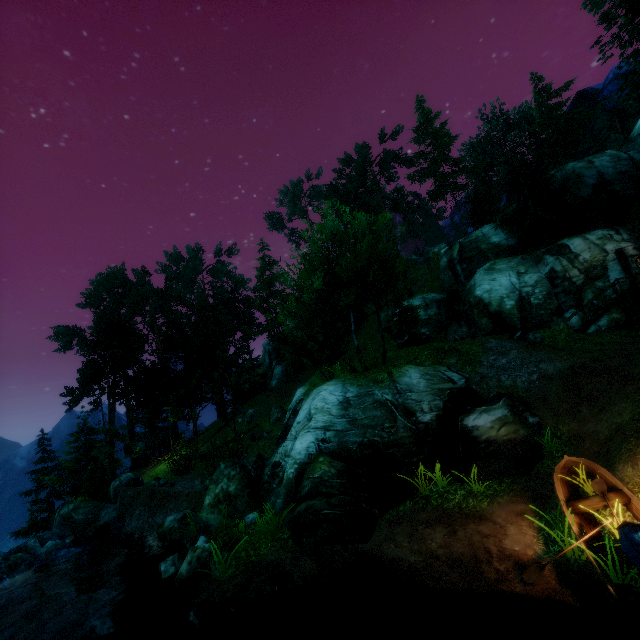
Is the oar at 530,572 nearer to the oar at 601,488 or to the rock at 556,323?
the oar at 601,488

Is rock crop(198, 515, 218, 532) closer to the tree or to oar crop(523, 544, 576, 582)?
the tree

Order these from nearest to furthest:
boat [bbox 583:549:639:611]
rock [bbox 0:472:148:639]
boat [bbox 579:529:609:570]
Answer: boat [bbox 583:549:639:611], boat [bbox 579:529:609:570], rock [bbox 0:472:148:639]

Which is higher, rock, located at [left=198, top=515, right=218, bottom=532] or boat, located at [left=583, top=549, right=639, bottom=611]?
rock, located at [left=198, top=515, right=218, bottom=532]

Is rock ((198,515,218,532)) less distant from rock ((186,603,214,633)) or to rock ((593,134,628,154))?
rock ((186,603,214,633))

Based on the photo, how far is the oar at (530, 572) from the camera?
6.8m

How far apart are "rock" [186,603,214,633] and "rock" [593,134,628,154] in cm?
6194

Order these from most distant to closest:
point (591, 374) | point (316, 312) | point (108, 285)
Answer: point (108, 285) → point (316, 312) → point (591, 374)
